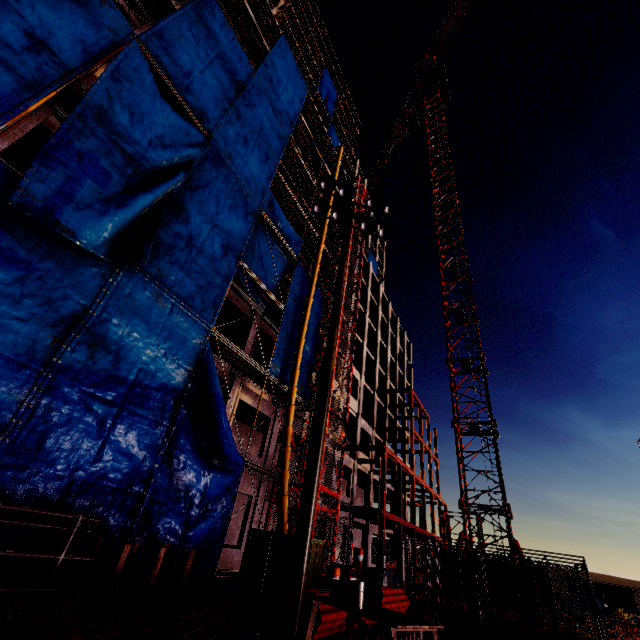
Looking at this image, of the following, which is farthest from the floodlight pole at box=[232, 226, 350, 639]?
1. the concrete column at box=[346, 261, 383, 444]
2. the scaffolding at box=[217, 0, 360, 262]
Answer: the concrete column at box=[346, 261, 383, 444]

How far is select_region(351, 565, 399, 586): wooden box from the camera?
16.1 meters

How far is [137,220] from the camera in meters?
10.8

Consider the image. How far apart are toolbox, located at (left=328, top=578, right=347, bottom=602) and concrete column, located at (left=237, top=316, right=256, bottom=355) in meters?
12.6

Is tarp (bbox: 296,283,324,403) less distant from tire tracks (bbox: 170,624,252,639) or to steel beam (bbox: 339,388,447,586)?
tire tracks (bbox: 170,624,252,639)

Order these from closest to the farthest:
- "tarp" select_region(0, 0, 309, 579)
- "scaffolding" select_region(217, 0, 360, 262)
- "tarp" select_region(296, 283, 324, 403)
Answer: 1. "tarp" select_region(0, 0, 309, 579)
2. "tarp" select_region(296, 283, 324, 403)
3. "scaffolding" select_region(217, 0, 360, 262)

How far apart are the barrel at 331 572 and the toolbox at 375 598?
9.8m

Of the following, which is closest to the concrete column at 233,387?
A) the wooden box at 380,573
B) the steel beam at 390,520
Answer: the wooden box at 380,573
